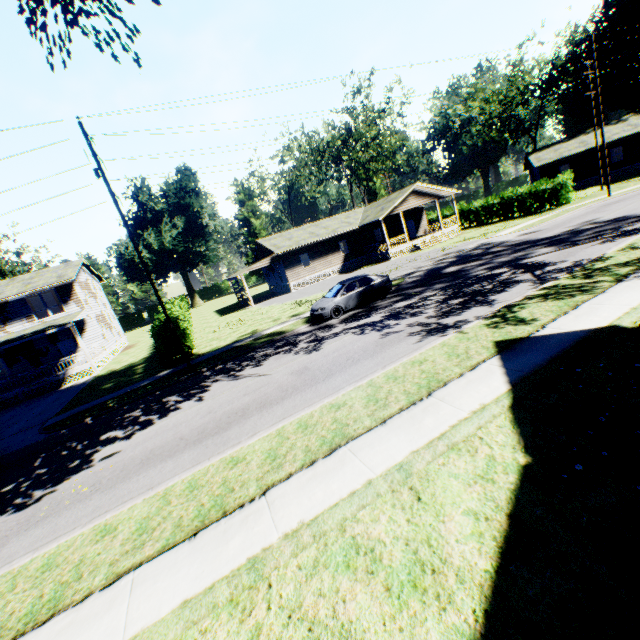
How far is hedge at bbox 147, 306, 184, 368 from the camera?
17.9m

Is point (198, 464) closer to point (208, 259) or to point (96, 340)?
point (96, 340)

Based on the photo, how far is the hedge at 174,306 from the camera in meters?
18.5

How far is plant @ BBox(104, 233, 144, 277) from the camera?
56.2m

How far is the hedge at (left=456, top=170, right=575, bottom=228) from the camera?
30.3m

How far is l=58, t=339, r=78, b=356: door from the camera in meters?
28.6 m

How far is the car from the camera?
17.00m
